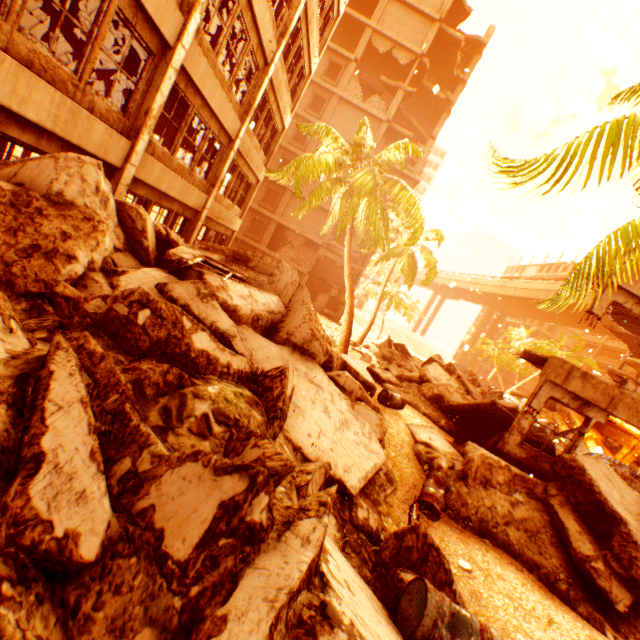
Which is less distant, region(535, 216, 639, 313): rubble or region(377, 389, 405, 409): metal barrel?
region(535, 216, 639, 313): rubble

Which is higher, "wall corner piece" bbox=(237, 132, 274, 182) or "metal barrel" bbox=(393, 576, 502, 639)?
"wall corner piece" bbox=(237, 132, 274, 182)

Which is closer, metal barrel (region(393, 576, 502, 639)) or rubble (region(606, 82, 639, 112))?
metal barrel (region(393, 576, 502, 639))

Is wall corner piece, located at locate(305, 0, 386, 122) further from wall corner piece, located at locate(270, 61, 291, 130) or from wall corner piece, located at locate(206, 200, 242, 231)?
wall corner piece, located at locate(206, 200, 242, 231)

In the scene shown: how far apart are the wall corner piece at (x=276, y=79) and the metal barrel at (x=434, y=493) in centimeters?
1474cm

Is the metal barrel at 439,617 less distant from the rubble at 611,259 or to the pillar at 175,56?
the rubble at 611,259

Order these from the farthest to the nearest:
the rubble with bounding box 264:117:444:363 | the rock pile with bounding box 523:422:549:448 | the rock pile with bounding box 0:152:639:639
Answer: the rubble with bounding box 264:117:444:363, the rock pile with bounding box 523:422:549:448, the rock pile with bounding box 0:152:639:639

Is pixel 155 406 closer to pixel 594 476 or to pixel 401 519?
pixel 401 519
